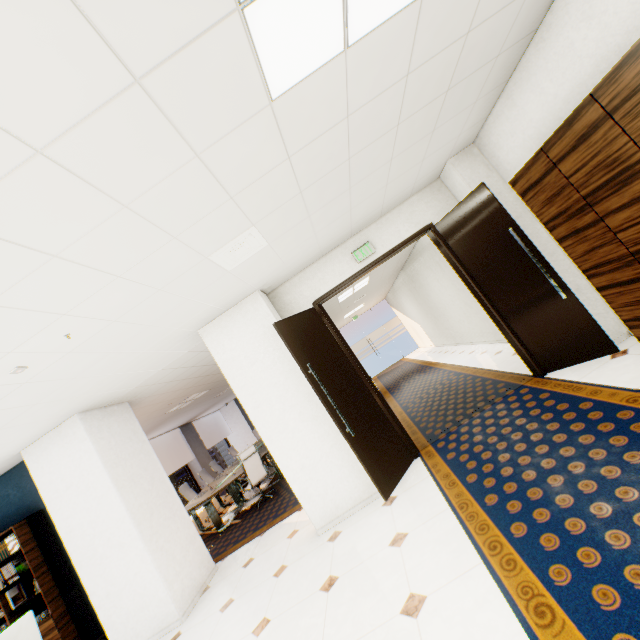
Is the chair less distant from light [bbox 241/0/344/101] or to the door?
the door

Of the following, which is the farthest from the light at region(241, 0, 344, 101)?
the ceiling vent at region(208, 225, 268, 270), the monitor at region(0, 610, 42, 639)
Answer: the monitor at region(0, 610, 42, 639)

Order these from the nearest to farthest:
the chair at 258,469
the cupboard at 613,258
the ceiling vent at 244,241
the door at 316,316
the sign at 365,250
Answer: the cupboard at 613,258, the ceiling vent at 244,241, the door at 316,316, the sign at 365,250, the chair at 258,469

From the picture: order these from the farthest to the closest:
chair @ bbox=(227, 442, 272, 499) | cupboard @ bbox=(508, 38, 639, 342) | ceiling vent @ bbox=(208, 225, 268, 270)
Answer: chair @ bbox=(227, 442, 272, 499), ceiling vent @ bbox=(208, 225, 268, 270), cupboard @ bbox=(508, 38, 639, 342)

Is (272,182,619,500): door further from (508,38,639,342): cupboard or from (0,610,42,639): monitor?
(0,610,42,639): monitor

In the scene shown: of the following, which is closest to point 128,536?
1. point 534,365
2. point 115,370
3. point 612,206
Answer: point 115,370

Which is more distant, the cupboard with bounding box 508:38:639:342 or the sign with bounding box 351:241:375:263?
the sign with bounding box 351:241:375:263

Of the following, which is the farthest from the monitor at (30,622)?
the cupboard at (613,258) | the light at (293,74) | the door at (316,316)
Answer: the cupboard at (613,258)
